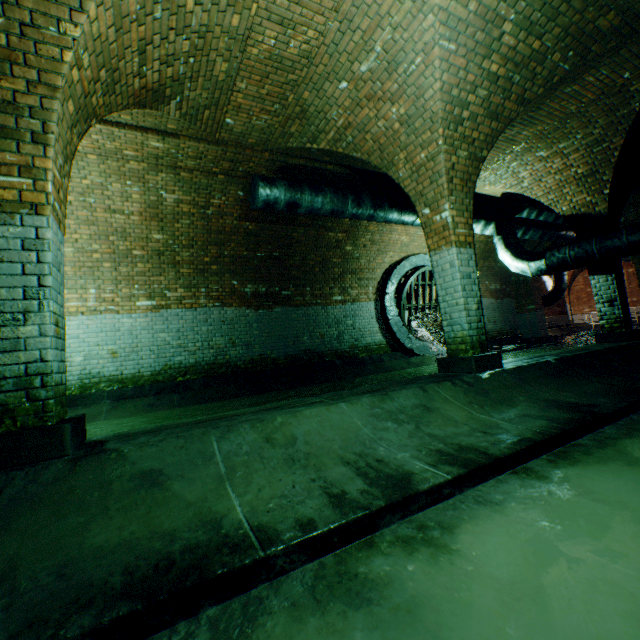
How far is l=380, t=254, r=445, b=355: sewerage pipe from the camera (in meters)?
10.04

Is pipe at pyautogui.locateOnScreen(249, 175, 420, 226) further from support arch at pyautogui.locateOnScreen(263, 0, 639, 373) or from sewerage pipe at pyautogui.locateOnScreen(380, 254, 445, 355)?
sewerage pipe at pyautogui.locateOnScreen(380, 254, 445, 355)

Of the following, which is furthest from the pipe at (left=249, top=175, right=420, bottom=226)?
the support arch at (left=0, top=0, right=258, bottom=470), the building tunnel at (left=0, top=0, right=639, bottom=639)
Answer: the support arch at (left=0, top=0, right=258, bottom=470)

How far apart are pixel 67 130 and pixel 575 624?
4.4 meters

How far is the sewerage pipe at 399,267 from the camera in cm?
1004

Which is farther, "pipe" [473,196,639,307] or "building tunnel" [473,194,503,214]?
"building tunnel" [473,194,503,214]

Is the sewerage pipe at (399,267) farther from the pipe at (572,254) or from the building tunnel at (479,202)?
the pipe at (572,254)

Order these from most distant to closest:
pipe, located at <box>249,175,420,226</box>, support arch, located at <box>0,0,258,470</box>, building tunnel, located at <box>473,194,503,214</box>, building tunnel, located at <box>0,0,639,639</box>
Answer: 1. building tunnel, located at <box>473,194,503,214</box>
2. pipe, located at <box>249,175,420,226</box>
3. support arch, located at <box>0,0,258,470</box>
4. building tunnel, located at <box>0,0,639,639</box>
